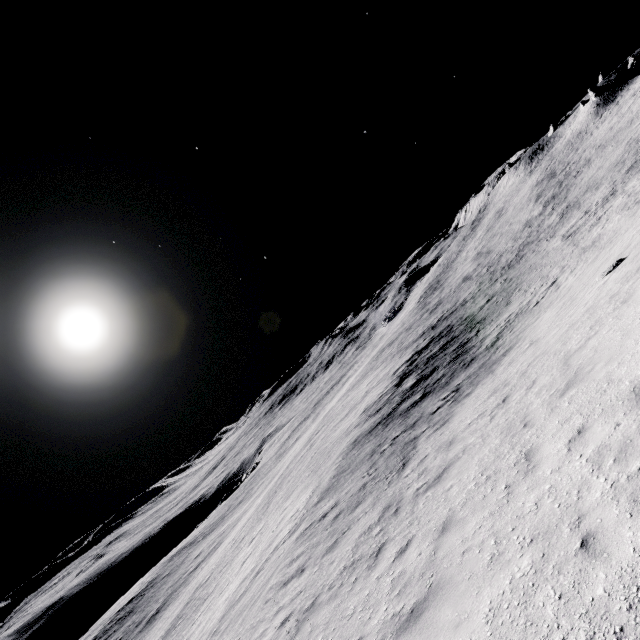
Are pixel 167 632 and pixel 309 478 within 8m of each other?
no
